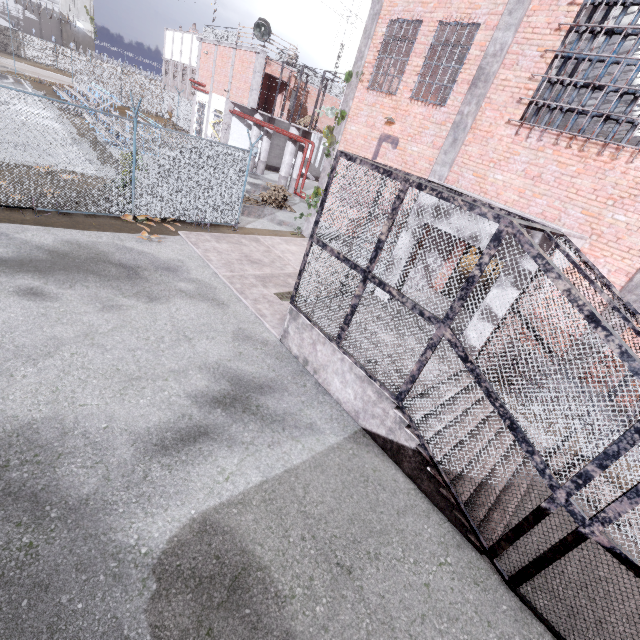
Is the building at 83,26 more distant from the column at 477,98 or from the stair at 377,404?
the stair at 377,404

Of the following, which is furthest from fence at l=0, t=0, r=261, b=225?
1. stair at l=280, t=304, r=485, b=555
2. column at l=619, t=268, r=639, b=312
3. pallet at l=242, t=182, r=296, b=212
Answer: column at l=619, t=268, r=639, b=312

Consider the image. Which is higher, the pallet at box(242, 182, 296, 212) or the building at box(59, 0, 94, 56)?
the building at box(59, 0, 94, 56)

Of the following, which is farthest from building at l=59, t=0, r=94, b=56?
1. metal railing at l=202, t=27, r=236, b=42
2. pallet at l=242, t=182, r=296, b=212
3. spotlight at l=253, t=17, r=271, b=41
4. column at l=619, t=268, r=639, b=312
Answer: column at l=619, t=268, r=639, b=312

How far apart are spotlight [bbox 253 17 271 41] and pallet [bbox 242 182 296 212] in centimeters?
992cm

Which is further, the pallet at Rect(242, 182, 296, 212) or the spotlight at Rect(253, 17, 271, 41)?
the spotlight at Rect(253, 17, 271, 41)

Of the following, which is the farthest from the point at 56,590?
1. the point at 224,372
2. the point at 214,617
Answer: the point at 224,372

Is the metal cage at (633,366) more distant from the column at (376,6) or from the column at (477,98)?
the column at (376,6)
